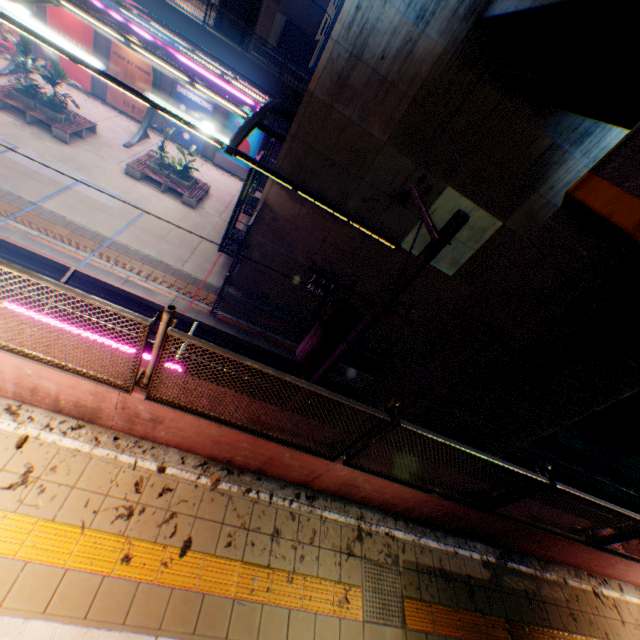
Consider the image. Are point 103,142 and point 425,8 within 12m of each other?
no

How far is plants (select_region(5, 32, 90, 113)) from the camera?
15.2m

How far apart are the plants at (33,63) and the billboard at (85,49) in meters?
5.3

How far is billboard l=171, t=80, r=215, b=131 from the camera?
20.9 meters

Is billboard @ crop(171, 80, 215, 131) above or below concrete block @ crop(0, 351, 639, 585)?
below

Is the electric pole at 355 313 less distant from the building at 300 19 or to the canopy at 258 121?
the canopy at 258 121

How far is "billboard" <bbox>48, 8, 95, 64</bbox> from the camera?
18.92m

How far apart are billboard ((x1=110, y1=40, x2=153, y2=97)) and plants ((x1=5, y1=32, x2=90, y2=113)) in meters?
5.2 m
